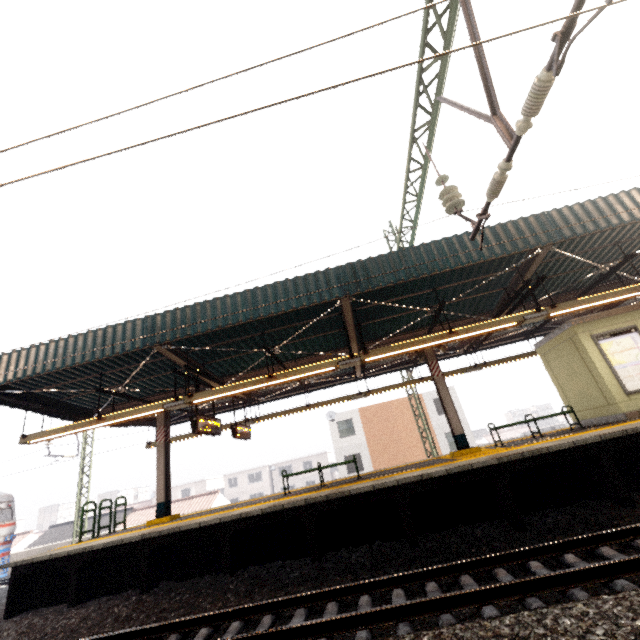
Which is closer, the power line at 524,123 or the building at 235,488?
the power line at 524,123

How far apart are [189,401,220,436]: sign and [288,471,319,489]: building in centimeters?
4580cm

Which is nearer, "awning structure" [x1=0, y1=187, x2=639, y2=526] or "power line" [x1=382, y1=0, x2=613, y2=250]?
"power line" [x1=382, y1=0, x2=613, y2=250]

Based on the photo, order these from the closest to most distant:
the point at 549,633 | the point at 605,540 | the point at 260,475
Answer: the point at 549,633 → the point at 605,540 → the point at 260,475

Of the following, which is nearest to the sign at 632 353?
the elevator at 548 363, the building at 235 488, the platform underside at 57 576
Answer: the elevator at 548 363

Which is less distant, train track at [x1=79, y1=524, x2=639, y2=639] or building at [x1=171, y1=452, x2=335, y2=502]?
train track at [x1=79, y1=524, x2=639, y2=639]

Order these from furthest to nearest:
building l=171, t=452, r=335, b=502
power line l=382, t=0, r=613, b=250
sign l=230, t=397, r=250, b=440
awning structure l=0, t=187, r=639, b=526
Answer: building l=171, t=452, r=335, b=502 → sign l=230, t=397, r=250, b=440 → awning structure l=0, t=187, r=639, b=526 → power line l=382, t=0, r=613, b=250

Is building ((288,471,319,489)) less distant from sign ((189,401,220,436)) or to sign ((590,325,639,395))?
sign ((189,401,220,436))
